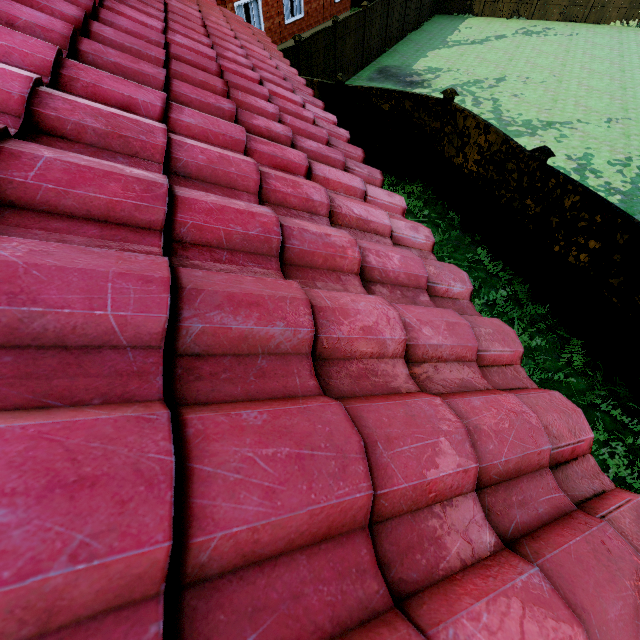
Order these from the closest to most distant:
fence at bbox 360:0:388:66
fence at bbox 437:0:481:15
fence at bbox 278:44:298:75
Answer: fence at bbox 278:44:298:75 < fence at bbox 360:0:388:66 < fence at bbox 437:0:481:15

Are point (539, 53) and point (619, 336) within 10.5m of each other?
no

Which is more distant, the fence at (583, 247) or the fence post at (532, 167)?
the fence post at (532, 167)

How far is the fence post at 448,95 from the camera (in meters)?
7.90

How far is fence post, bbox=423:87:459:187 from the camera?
7.9m

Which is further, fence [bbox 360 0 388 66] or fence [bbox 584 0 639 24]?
fence [bbox 584 0 639 24]

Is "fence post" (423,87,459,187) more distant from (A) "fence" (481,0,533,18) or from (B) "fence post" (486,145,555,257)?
(B) "fence post" (486,145,555,257)

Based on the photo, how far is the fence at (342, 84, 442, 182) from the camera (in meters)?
8.55
